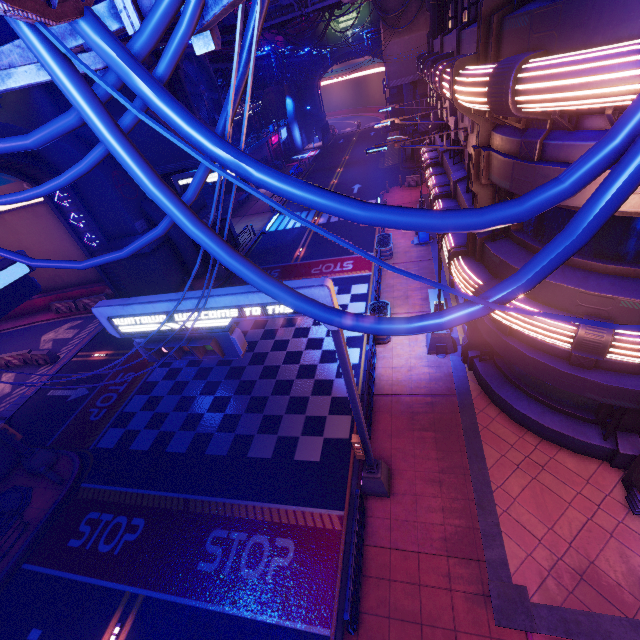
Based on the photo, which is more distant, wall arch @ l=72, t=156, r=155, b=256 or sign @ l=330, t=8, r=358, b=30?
sign @ l=330, t=8, r=358, b=30

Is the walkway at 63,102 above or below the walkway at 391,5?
below

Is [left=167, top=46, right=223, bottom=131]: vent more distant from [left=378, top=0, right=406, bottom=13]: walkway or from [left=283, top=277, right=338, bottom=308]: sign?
[left=378, top=0, right=406, bottom=13]: walkway

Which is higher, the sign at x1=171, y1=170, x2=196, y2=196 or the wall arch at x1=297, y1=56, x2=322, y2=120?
the sign at x1=171, y1=170, x2=196, y2=196

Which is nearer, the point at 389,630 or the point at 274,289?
the point at 274,289

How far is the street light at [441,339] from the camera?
12.7 meters

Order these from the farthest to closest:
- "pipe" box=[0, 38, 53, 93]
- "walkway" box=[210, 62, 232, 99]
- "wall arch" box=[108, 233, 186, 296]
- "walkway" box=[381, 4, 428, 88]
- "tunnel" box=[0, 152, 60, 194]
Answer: "walkway" box=[381, 4, 428, 88] → "walkway" box=[210, 62, 232, 99] → "wall arch" box=[108, 233, 186, 296] → "tunnel" box=[0, 152, 60, 194] → "pipe" box=[0, 38, 53, 93]

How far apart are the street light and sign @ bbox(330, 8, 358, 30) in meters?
58.1
